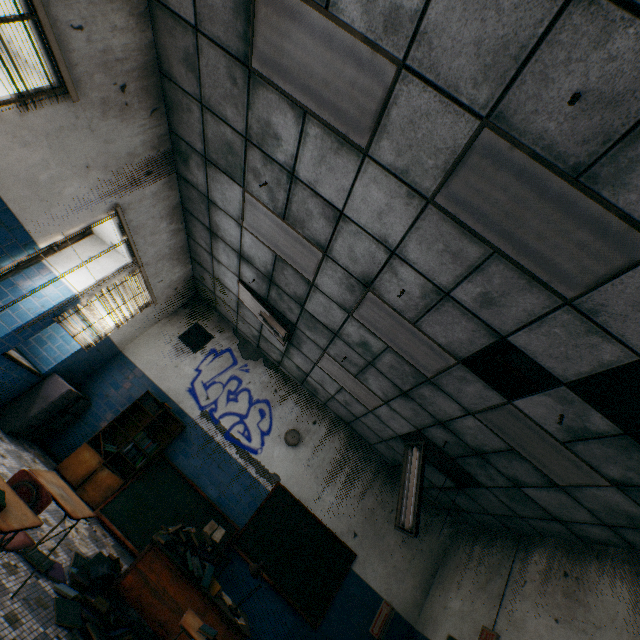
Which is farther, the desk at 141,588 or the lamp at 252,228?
the lamp at 252,228

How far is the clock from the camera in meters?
6.7 m

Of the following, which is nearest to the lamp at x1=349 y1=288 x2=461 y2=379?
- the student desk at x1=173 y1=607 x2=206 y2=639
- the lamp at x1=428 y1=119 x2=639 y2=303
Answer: the lamp at x1=428 y1=119 x2=639 y2=303

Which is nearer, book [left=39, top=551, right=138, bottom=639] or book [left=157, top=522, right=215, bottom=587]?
book [left=39, top=551, right=138, bottom=639]

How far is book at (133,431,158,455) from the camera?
5.8m

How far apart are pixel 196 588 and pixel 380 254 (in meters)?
4.12

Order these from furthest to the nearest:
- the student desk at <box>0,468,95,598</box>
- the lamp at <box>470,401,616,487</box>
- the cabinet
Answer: the cabinet
the lamp at <box>470,401,616,487</box>
the student desk at <box>0,468,95,598</box>

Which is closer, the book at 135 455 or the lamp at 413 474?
the lamp at 413 474
